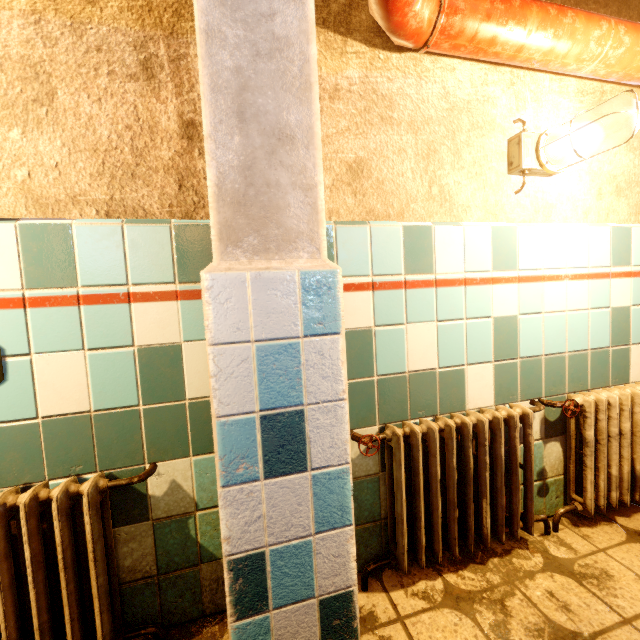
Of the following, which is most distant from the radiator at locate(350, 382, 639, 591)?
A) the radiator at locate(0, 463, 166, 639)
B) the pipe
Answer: the radiator at locate(0, 463, 166, 639)

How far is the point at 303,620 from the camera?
0.9m

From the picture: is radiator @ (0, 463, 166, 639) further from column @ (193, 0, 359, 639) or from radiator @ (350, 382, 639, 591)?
radiator @ (350, 382, 639, 591)

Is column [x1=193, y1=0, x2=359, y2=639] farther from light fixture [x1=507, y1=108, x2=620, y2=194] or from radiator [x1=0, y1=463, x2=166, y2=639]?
light fixture [x1=507, y1=108, x2=620, y2=194]

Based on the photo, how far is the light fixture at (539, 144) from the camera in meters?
1.3

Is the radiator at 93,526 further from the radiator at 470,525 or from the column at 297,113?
the radiator at 470,525

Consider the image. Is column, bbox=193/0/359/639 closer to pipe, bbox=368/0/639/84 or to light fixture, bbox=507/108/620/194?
pipe, bbox=368/0/639/84

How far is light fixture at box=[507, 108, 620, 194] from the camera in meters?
1.3 m
